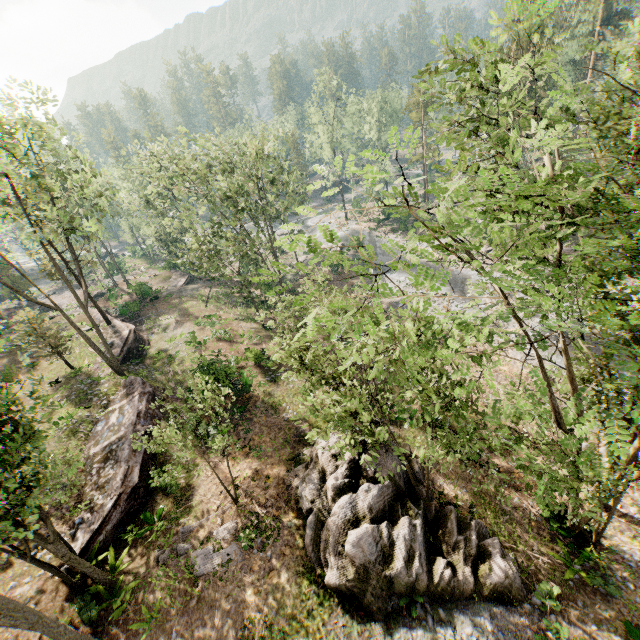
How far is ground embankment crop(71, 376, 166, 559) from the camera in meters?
14.7 m

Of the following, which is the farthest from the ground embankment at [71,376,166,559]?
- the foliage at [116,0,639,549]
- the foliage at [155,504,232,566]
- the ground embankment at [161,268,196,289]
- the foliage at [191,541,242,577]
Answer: the ground embankment at [161,268,196,289]

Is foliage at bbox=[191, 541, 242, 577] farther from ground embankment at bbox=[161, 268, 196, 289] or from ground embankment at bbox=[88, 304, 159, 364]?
ground embankment at bbox=[161, 268, 196, 289]

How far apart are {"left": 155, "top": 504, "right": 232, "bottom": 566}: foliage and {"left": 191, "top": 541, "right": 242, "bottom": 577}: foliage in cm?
14

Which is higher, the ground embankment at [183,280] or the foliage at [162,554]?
the foliage at [162,554]

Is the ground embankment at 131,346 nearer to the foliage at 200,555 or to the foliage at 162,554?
the foliage at 162,554

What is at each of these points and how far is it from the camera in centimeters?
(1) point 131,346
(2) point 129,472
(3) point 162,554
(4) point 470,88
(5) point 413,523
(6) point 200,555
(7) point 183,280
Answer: (1) ground embankment, 2858cm
(2) ground embankment, 1681cm
(3) foliage, 1405cm
(4) foliage, 1138cm
(5) rock, 1319cm
(6) foliage, 1378cm
(7) ground embankment, 4478cm

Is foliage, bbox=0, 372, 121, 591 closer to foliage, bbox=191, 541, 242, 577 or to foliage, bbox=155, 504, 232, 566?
foliage, bbox=155, 504, 232, 566
